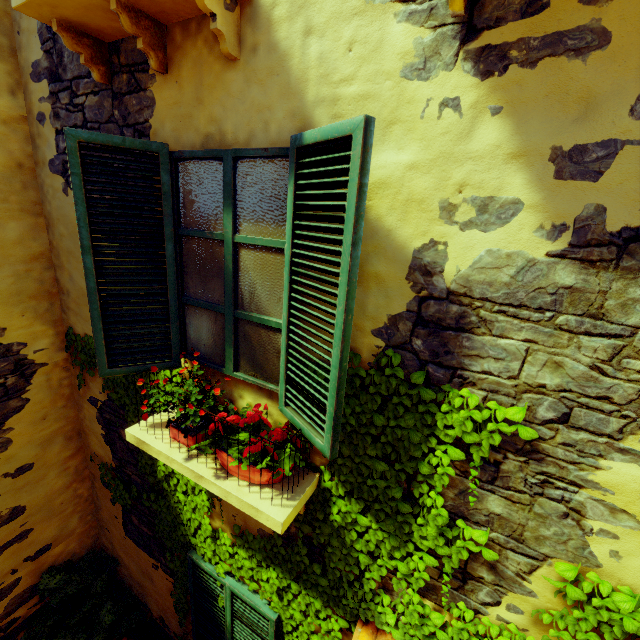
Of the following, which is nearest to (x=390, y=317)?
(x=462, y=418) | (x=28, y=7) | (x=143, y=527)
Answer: (x=462, y=418)

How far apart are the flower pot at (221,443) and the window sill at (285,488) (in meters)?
0.03

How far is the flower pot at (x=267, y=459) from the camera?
2.0 meters

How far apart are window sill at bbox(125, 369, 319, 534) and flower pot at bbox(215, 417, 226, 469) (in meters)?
0.03

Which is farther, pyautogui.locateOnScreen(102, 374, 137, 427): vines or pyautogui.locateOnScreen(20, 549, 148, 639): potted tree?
pyautogui.locateOnScreen(20, 549, 148, 639): potted tree

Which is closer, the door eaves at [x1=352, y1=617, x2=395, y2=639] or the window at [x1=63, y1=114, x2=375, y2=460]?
the window at [x1=63, y1=114, x2=375, y2=460]

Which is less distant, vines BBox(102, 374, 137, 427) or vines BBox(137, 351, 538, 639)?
vines BBox(137, 351, 538, 639)

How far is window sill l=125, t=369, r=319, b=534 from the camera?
1.9m
